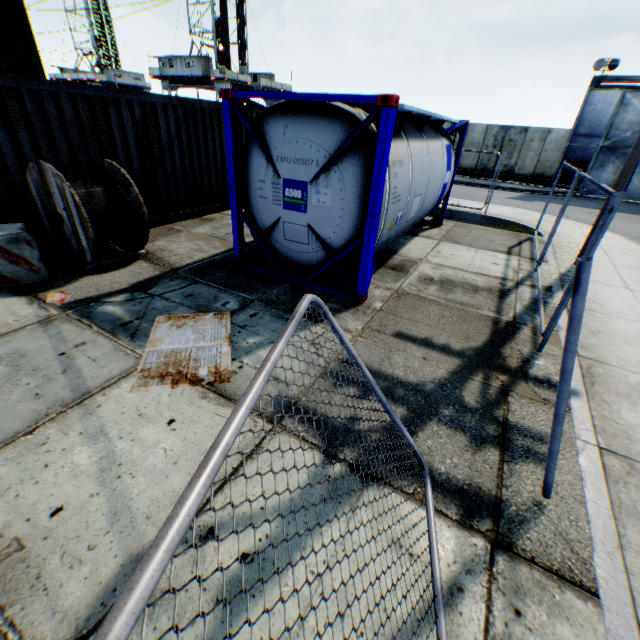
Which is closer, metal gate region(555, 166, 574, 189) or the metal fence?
the metal fence

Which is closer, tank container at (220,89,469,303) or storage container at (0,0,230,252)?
tank container at (220,89,469,303)

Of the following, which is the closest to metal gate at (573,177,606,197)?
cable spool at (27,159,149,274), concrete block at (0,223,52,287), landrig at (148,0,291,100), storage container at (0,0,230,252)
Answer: storage container at (0,0,230,252)

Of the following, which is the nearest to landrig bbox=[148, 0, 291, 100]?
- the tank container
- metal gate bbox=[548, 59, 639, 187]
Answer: metal gate bbox=[548, 59, 639, 187]

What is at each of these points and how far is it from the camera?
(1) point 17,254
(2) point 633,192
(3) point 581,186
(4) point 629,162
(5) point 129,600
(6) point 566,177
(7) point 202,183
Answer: (1) concrete block, 5.2m
(2) metal gate, 20.0m
(3) metal gate, 21.1m
(4) electric pole, 6.9m
(5) metal fence, 0.7m
(6) metal gate, 21.2m
(7) storage container, 9.5m

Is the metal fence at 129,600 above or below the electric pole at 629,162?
below

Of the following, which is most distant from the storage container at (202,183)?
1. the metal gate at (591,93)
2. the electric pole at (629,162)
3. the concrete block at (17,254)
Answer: the metal gate at (591,93)

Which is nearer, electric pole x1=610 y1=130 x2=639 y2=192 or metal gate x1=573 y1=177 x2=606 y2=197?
electric pole x1=610 y1=130 x2=639 y2=192
